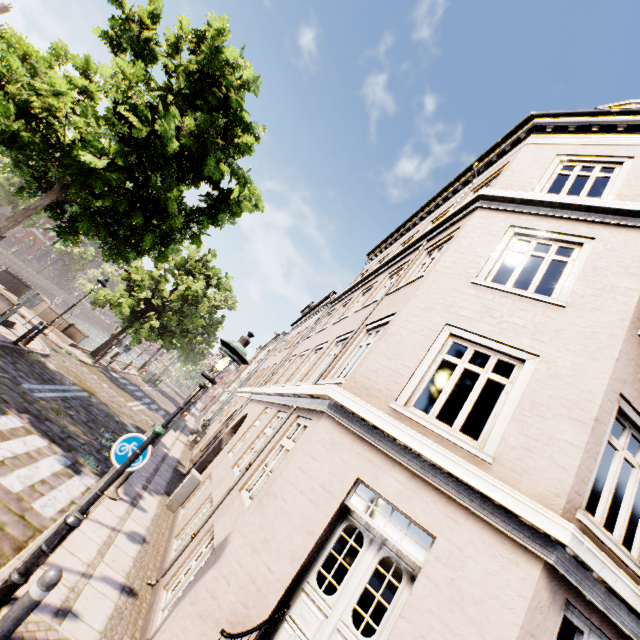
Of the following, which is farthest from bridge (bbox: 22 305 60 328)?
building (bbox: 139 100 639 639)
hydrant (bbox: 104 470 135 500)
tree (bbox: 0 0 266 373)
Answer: hydrant (bbox: 104 470 135 500)

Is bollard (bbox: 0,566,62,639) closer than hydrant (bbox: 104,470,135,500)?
Yes

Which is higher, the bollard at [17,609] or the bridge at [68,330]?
the bollard at [17,609]

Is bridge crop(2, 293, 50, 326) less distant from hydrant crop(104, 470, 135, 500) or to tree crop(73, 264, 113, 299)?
tree crop(73, 264, 113, 299)

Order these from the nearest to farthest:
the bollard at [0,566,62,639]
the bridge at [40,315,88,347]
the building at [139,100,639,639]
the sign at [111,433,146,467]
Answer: the bollard at [0,566,62,639] < the building at [139,100,639,639] < the sign at [111,433,146,467] < the bridge at [40,315,88,347]

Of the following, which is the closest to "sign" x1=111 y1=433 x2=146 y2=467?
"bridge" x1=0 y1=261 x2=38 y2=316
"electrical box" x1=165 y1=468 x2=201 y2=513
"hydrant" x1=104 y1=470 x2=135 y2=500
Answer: "hydrant" x1=104 y1=470 x2=135 y2=500

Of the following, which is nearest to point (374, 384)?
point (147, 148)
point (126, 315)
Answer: point (147, 148)

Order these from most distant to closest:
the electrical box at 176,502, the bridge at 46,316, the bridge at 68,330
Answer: the bridge at 68,330 → the bridge at 46,316 → the electrical box at 176,502
